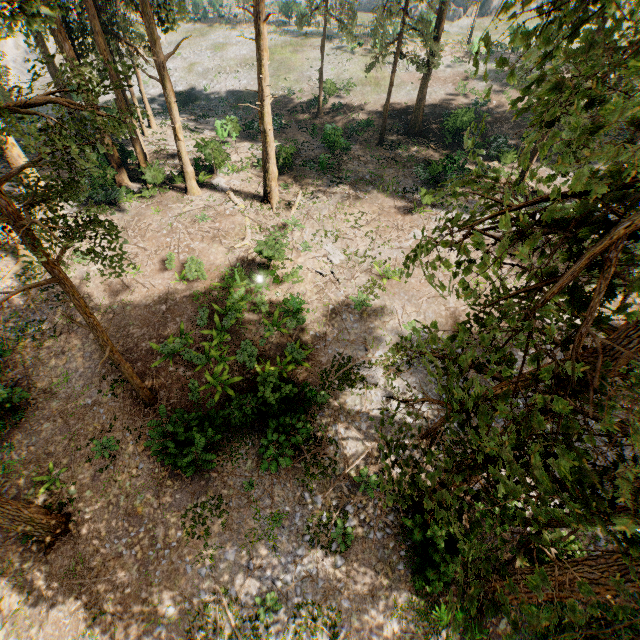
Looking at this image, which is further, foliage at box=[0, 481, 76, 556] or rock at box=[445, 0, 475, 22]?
rock at box=[445, 0, 475, 22]

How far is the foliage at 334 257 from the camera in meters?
20.7 m

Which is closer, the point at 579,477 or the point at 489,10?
the point at 579,477

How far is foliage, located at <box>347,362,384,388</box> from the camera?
16.3m

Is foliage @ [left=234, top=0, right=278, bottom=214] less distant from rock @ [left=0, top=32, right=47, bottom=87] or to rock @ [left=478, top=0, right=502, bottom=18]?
rock @ [left=0, top=32, right=47, bottom=87]

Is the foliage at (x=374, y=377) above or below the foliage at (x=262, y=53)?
below

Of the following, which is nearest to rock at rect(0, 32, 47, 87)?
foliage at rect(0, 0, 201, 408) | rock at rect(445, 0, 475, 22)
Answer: foliage at rect(0, 0, 201, 408)
